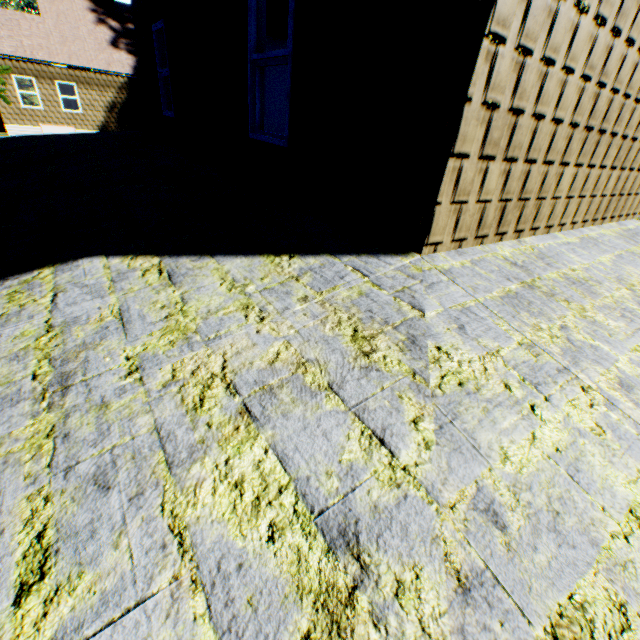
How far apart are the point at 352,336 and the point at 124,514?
1.2m
